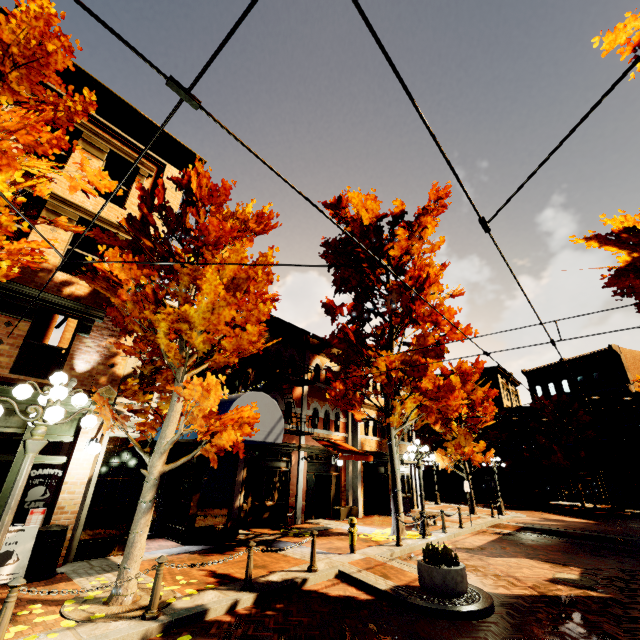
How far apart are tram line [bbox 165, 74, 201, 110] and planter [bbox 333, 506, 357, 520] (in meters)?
17.73

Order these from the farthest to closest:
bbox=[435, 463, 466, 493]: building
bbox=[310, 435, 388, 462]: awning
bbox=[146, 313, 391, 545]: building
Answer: bbox=[435, 463, 466, 493]: building
bbox=[310, 435, 388, 462]: awning
bbox=[146, 313, 391, 545]: building

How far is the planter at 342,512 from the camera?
16.1 meters

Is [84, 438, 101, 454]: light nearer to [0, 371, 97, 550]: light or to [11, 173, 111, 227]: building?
[11, 173, 111, 227]: building

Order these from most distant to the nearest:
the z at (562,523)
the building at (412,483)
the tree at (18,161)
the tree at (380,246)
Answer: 1. the building at (412,483)
2. the z at (562,523)
3. the tree at (380,246)
4. the tree at (18,161)

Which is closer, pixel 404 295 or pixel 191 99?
pixel 191 99

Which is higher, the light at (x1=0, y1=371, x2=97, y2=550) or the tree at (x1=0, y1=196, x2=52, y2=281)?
the tree at (x1=0, y1=196, x2=52, y2=281)

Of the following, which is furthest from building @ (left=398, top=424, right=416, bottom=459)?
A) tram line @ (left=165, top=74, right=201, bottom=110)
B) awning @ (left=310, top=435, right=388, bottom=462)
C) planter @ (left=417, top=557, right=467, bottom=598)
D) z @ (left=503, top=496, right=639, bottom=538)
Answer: tram line @ (left=165, top=74, right=201, bottom=110)
